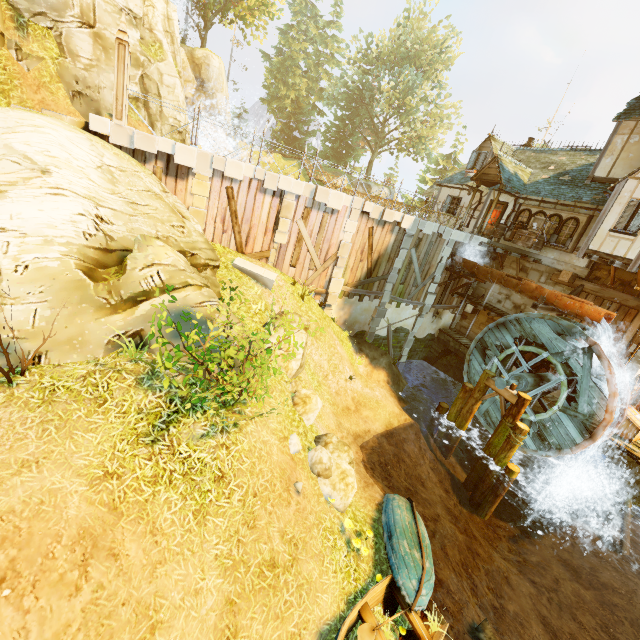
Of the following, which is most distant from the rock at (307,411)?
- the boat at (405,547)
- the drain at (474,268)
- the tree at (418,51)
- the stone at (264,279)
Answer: the tree at (418,51)

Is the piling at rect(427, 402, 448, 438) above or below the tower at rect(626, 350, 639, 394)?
below

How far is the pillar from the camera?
9.00m

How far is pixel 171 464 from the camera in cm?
555

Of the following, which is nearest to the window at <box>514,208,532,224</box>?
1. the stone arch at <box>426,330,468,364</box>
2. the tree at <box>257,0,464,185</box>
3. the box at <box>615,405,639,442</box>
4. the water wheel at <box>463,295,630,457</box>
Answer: the water wheel at <box>463,295,630,457</box>

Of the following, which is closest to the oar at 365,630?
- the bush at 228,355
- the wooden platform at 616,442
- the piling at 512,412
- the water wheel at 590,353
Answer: the bush at 228,355

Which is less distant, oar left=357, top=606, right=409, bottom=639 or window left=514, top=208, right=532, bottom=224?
oar left=357, top=606, right=409, bottom=639

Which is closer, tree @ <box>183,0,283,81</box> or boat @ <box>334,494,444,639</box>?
boat @ <box>334,494,444,639</box>
